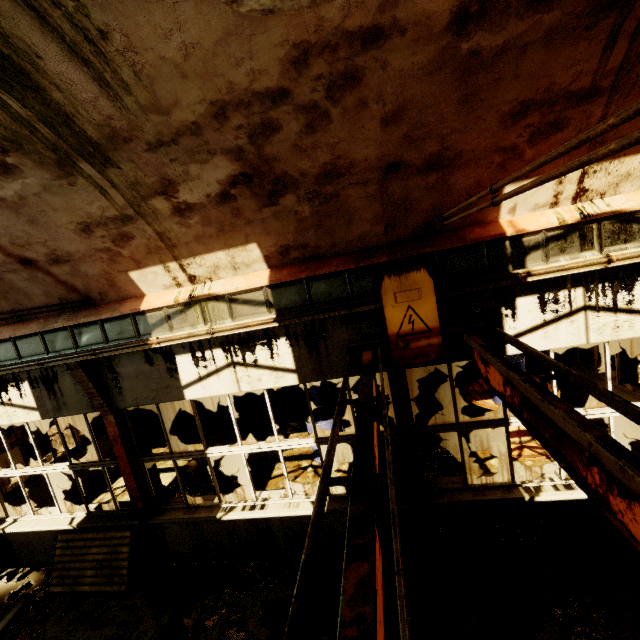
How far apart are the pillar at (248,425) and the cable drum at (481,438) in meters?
6.3 m

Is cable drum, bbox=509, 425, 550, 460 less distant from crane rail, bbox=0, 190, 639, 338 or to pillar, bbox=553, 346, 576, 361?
pillar, bbox=553, 346, 576, 361

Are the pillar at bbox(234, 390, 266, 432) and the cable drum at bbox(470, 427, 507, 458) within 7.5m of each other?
yes

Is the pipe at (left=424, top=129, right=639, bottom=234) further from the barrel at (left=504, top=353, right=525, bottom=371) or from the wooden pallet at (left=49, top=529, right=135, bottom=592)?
the wooden pallet at (left=49, top=529, right=135, bottom=592)

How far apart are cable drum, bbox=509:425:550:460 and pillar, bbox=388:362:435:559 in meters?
2.8

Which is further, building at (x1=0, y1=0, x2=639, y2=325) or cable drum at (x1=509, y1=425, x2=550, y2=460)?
cable drum at (x1=509, y1=425, x2=550, y2=460)

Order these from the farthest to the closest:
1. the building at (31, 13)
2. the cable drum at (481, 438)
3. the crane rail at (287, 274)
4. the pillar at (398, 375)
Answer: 1. the cable drum at (481, 438)
2. the pillar at (398, 375)
3. the crane rail at (287, 274)
4. the building at (31, 13)

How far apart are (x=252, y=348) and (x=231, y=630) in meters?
4.1
